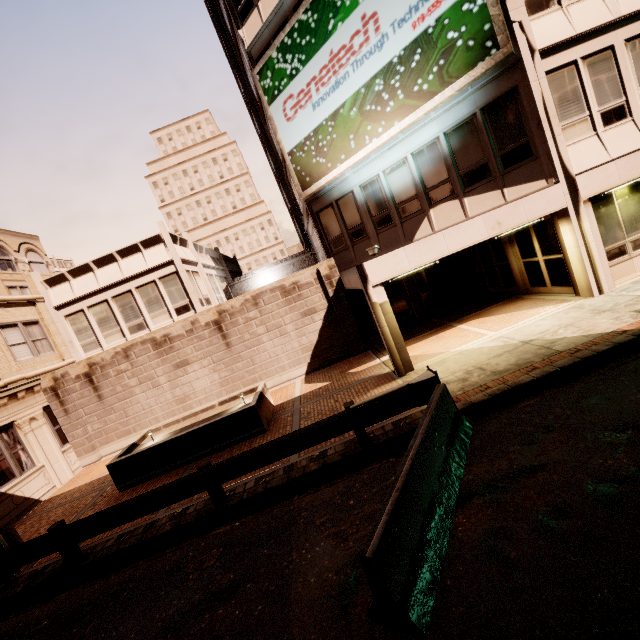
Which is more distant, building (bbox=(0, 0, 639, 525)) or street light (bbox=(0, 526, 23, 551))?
building (bbox=(0, 0, 639, 525))

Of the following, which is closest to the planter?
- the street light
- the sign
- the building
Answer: the street light

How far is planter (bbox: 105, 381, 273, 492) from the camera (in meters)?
9.97

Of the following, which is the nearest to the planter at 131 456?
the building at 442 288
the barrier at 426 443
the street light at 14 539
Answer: the street light at 14 539

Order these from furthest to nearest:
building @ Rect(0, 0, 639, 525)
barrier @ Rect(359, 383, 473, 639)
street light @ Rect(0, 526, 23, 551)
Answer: building @ Rect(0, 0, 639, 525) < street light @ Rect(0, 526, 23, 551) < barrier @ Rect(359, 383, 473, 639)

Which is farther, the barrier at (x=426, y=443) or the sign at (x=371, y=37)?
the sign at (x=371, y=37)

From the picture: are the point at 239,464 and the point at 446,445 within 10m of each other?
yes

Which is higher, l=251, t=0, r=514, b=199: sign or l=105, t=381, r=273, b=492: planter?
l=251, t=0, r=514, b=199: sign
